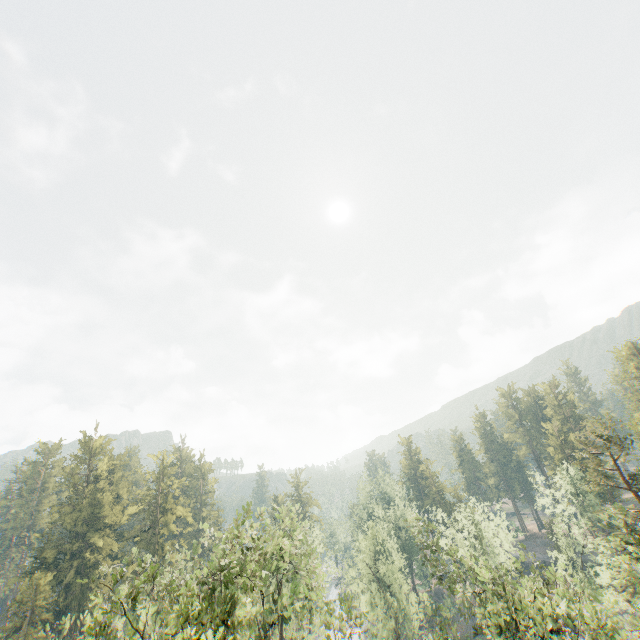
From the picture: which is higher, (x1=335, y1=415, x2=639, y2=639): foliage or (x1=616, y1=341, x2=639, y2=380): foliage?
(x1=616, y1=341, x2=639, y2=380): foliage

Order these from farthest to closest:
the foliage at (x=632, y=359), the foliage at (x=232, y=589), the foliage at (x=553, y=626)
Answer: the foliage at (x=632, y=359) < the foliage at (x=553, y=626) < the foliage at (x=232, y=589)

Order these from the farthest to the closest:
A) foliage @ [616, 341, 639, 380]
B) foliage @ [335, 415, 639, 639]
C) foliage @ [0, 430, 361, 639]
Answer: foliage @ [616, 341, 639, 380], foliage @ [335, 415, 639, 639], foliage @ [0, 430, 361, 639]

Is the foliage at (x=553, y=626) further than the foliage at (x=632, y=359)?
No

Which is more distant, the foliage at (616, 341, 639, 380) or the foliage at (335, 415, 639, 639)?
the foliage at (616, 341, 639, 380)

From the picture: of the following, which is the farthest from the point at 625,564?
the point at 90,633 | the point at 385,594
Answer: the point at 90,633
